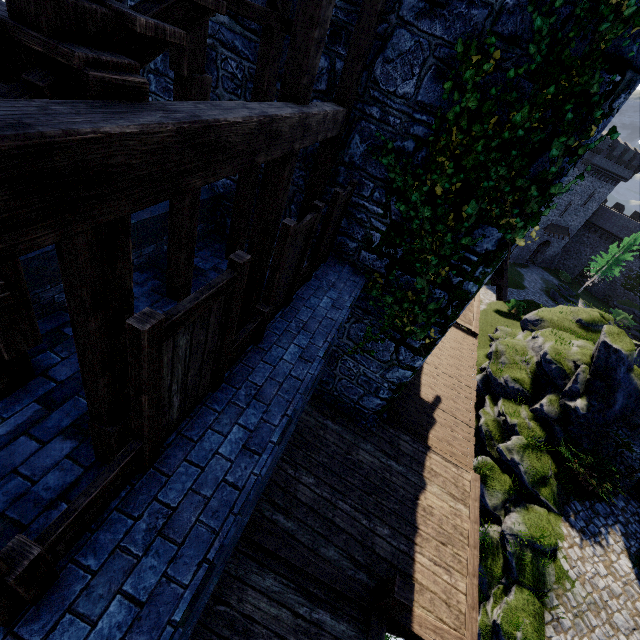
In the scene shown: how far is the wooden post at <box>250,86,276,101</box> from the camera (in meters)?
5.43

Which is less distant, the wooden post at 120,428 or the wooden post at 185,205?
the wooden post at 120,428

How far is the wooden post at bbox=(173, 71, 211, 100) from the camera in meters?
3.9 m

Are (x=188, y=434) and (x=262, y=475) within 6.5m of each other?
yes

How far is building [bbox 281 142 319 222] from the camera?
6.2m

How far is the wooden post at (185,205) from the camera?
4.84m

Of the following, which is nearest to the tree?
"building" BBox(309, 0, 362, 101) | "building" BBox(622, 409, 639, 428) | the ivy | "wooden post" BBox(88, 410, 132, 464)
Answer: "building" BBox(622, 409, 639, 428)

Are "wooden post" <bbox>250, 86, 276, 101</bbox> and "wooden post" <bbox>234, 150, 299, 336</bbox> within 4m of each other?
yes
